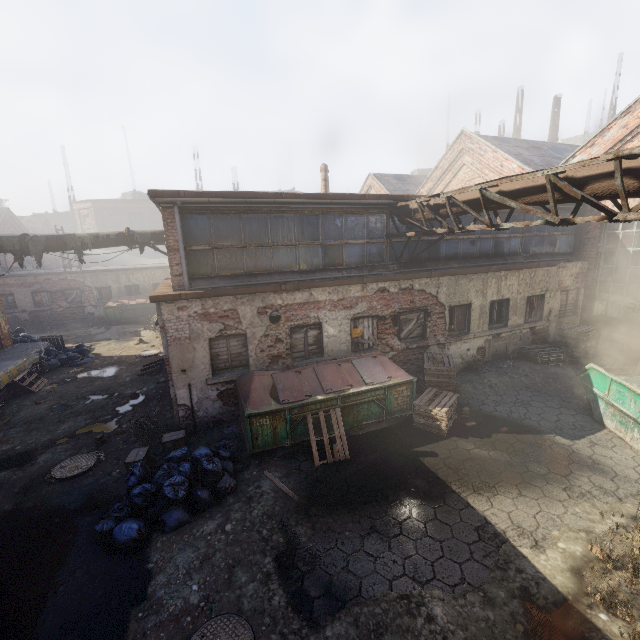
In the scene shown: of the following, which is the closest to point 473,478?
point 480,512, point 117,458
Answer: point 480,512

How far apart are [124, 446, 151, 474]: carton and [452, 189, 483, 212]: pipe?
9.3m

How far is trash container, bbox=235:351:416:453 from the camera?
7.35m

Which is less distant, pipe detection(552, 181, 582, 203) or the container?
pipe detection(552, 181, 582, 203)

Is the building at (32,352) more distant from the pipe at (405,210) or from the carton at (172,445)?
the pipe at (405,210)

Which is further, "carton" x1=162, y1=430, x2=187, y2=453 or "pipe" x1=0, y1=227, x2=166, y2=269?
"pipe" x1=0, y1=227, x2=166, y2=269

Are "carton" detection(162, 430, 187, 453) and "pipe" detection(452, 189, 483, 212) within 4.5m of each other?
no

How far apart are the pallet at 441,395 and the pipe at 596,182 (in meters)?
4.78
